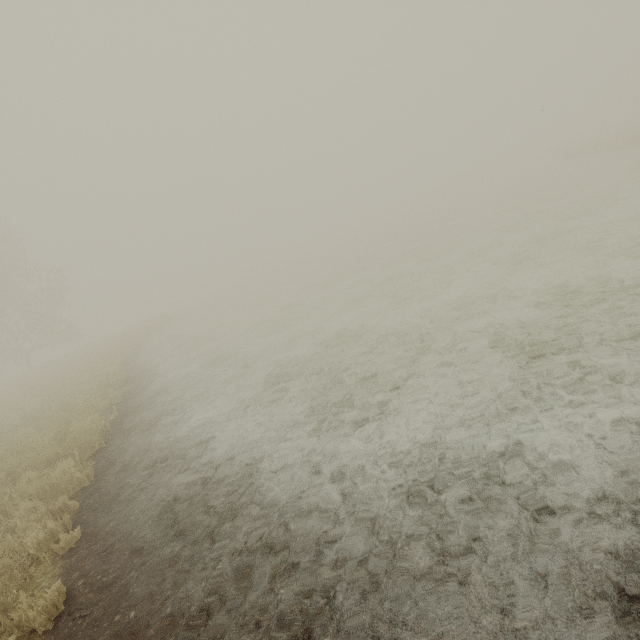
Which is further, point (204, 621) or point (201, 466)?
point (201, 466)
